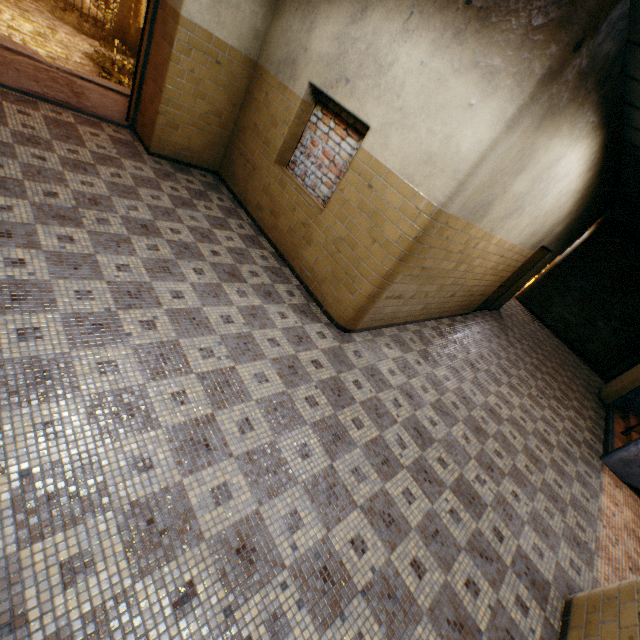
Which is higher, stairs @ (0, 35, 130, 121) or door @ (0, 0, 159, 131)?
door @ (0, 0, 159, 131)

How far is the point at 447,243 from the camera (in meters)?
4.16

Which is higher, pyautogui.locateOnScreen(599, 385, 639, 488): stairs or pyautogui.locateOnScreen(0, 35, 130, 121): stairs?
pyautogui.locateOnScreen(599, 385, 639, 488): stairs

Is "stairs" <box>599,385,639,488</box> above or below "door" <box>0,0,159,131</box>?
below

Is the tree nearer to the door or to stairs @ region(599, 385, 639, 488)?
stairs @ region(599, 385, 639, 488)

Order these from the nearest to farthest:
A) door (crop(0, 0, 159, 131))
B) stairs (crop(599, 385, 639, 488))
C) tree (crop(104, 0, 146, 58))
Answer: door (crop(0, 0, 159, 131))
stairs (crop(599, 385, 639, 488))
tree (crop(104, 0, 146, 58))

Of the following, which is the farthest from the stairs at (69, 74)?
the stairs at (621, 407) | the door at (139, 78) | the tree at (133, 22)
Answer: the tree at (133, 22)

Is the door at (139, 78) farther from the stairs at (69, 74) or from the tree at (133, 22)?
the tree at (133, 22)
